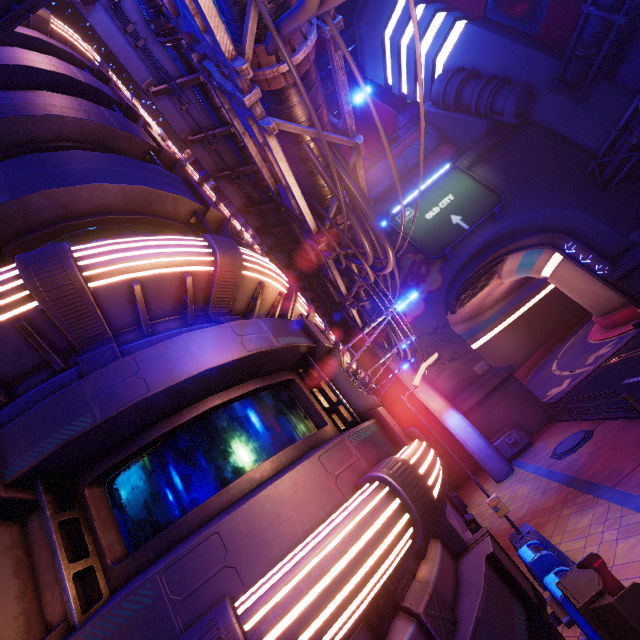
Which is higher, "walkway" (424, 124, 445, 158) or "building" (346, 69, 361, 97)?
"building" (346, 69, 361, 97)

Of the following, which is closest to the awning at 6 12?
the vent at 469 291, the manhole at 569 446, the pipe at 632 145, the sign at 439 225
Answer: the manhole at 569 446

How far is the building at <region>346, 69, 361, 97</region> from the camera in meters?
42.2 m

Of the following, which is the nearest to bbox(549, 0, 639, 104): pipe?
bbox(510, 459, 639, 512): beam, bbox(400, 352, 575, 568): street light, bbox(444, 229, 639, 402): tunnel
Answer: bbox(444, 229, 639, 402): tunnel

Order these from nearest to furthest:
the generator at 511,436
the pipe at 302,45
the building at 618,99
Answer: the pipe at 302,45
the generator at 511,436
the building at 618,99

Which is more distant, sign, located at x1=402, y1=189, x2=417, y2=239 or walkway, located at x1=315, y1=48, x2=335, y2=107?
walkway, located at x1=315, y1=48, x2=335, y2=107

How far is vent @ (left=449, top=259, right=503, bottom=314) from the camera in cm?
3006

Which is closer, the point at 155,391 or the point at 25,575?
the point at 25,575
